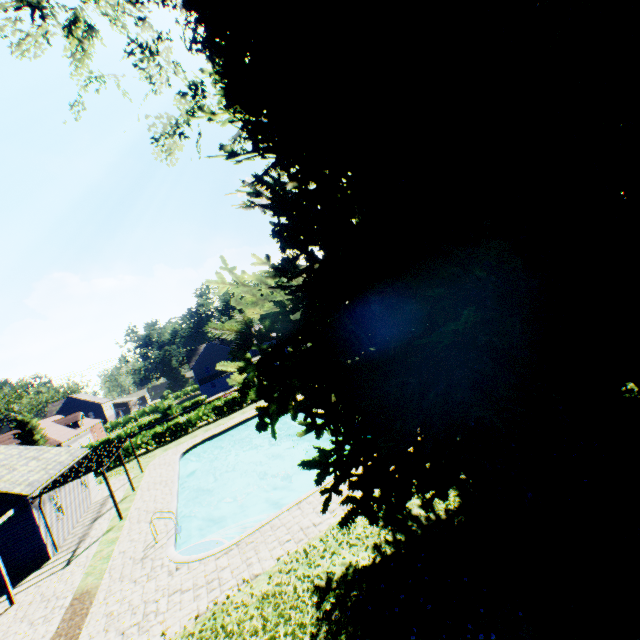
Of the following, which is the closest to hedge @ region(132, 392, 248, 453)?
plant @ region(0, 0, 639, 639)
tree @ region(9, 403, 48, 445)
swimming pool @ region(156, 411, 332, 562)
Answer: tree @ region(9, 403, 48, 445)

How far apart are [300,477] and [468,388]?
17.8 meters

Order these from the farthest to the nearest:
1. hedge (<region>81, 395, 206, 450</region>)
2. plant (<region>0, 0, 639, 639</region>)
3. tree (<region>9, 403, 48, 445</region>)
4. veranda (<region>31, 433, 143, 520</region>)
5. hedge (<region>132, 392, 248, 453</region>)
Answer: hedge (<region>81, 395, 206, 450</region>)
tree (<region>9, 403, 48, 445</region>)
hedge (<region>132, 392, 248, 453</region>)
veranda (<region>31, 433, 143, 520</region>)
plant (<region>0, 0, 639, 639</region>)

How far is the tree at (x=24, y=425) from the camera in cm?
4319

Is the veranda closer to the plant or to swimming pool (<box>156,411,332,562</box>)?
swimming pool (<box>156,411,332,562</box>)

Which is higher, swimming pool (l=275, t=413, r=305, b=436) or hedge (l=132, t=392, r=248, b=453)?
hedge (l=132, t=392, r=248, b=453)

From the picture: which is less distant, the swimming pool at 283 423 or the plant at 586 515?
the plant at 586 515

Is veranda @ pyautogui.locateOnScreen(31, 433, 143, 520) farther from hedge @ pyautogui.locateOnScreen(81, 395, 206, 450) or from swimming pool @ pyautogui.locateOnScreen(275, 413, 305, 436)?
hedge @ pyautogui.locateOnScreen(81, 395, 206, 450)
